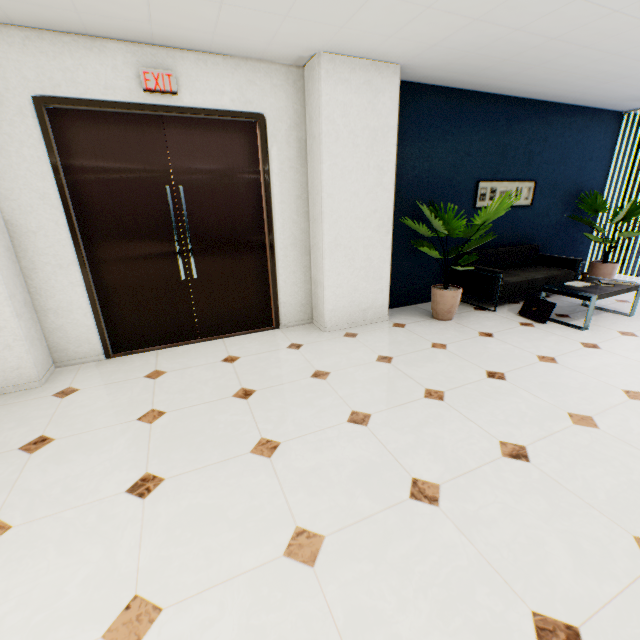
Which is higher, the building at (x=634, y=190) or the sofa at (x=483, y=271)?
the building at (x=634, y=190)

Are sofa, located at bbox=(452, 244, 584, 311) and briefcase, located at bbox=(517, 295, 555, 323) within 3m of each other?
yes

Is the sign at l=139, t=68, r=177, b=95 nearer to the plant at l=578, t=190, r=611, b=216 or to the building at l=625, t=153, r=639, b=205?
the plant at l=578, t=190, r=611, b=216

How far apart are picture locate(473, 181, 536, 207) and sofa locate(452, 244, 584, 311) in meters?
0.7 m

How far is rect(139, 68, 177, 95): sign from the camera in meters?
3.0 m

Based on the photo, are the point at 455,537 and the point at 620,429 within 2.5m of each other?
yes

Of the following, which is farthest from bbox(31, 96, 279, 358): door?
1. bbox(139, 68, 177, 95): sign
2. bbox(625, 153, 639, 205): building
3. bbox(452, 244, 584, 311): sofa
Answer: bbox(625, 153, 639, 205): building

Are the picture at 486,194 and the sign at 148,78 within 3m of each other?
no
